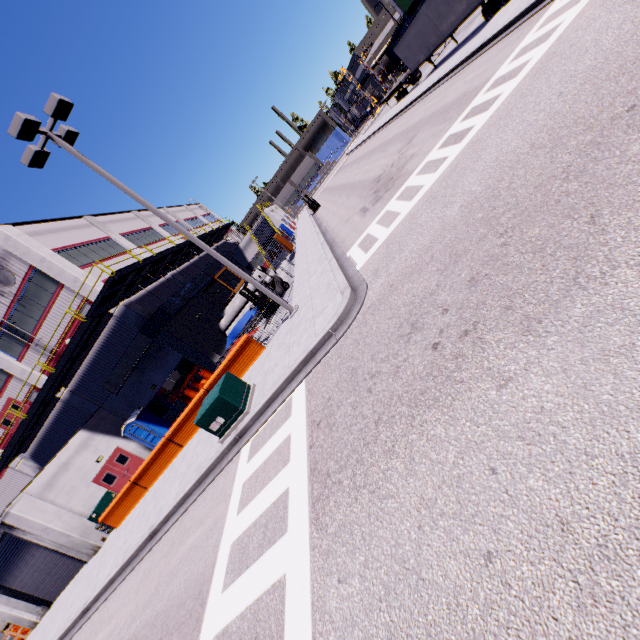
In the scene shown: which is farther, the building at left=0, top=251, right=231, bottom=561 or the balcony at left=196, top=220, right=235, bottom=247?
the balcony at left=196, top=220, right=235, bottom=247

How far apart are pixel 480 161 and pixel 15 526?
25.1 meters

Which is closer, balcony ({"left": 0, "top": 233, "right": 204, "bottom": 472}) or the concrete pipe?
balcony ({"left": 0, "top": 233, "right": 204, "bottom": 472})

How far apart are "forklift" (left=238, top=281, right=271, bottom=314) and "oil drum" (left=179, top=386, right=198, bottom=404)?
8.72m

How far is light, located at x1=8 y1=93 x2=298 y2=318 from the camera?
9.4m

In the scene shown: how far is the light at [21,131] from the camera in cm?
→ 936

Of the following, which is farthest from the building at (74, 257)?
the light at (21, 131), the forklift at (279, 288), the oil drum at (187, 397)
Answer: the light at (21, 131)

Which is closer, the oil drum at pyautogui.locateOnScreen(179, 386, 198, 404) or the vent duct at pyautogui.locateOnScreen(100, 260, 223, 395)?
the vent duct at pyautogui.locateOnScreen(100, 260, 223, 395)
